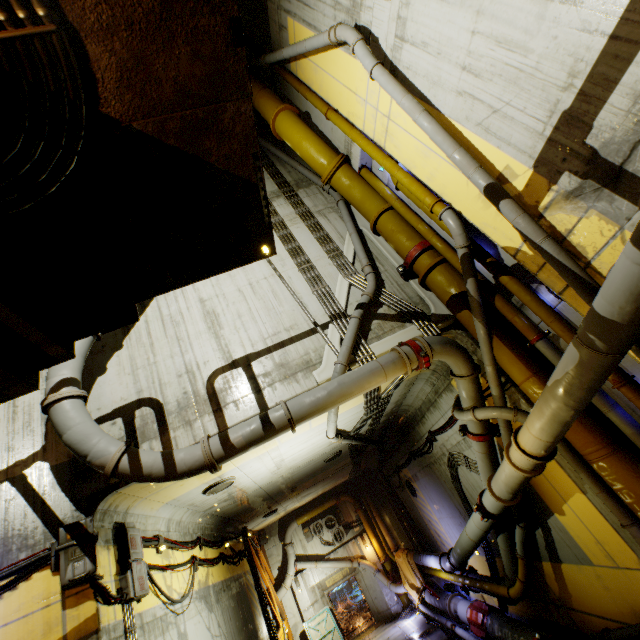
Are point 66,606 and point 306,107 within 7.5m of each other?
no

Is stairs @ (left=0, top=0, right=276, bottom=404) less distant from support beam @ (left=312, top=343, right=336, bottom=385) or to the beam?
support beam @ (left=312, top=343, right=336, bottom=385)

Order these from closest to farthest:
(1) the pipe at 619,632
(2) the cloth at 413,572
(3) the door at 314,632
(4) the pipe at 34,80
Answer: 1. (4) the pipe at 34,80
2. (1) the pipe at 619,632
3. (2) the cloth at 413,572
4. (3) the door at 314,632

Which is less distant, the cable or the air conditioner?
the cable

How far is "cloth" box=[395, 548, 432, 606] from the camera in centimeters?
1567cm

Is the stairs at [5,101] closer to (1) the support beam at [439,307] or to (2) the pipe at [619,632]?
(2) the pipe at [619,632]

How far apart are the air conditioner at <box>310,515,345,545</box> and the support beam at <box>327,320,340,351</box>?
17.4 meters

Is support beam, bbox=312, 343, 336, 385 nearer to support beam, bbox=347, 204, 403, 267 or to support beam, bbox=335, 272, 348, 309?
support beam, bbox=335, 272, 348, 309
